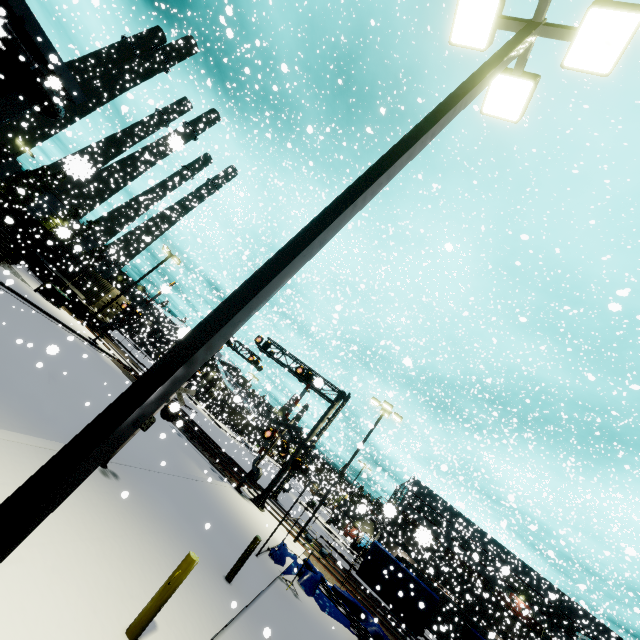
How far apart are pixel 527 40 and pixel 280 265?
5.1m

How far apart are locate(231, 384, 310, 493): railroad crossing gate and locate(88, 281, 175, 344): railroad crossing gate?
13.63m

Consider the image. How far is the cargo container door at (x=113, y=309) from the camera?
30.9m

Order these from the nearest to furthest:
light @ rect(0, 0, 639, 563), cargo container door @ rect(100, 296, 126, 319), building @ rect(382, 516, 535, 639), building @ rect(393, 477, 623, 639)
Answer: light @ rect(0, 0, 639, 563) → cargo container door @ rect(100, 296, 126, 319) → building @ rect(393, 477, 623, 639) → building @ rect(382, 516, 535, 639)

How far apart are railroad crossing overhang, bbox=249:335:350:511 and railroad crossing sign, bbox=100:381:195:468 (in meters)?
12.36

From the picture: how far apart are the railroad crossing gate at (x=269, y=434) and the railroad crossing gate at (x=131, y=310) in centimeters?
1363cm

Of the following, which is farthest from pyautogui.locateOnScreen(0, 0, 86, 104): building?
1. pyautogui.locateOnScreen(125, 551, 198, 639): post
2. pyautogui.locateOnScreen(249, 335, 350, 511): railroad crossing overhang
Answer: pyautogui.locateOnScreen(249, 335, 350, 511): railroad crossing overhang

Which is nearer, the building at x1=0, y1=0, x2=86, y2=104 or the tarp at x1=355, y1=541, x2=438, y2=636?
the building at x1=0, y1=0, x2=86, y2=104
